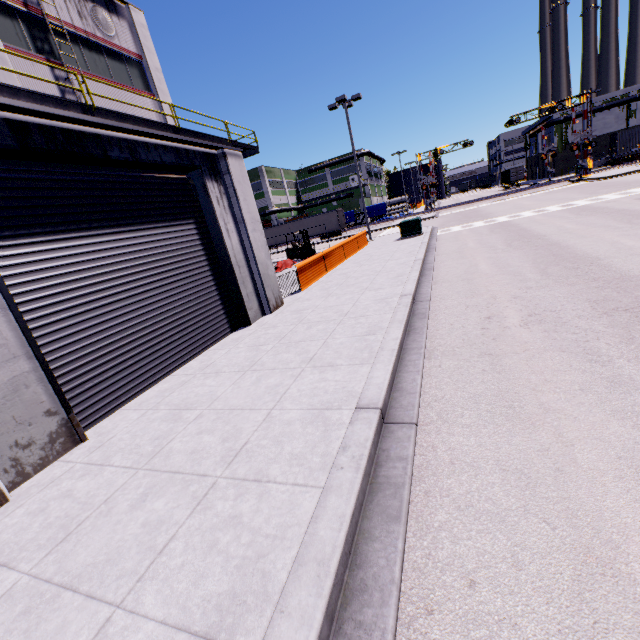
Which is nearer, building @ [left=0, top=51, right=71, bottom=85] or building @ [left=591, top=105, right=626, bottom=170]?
building @ [left=0, top=51, right=71, bottom=85]

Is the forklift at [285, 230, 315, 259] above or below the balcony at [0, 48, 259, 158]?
below

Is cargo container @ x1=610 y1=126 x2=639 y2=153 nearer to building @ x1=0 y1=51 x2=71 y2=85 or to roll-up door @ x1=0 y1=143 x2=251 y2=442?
building @ x1=0 y1=51 x2=71 y2=85

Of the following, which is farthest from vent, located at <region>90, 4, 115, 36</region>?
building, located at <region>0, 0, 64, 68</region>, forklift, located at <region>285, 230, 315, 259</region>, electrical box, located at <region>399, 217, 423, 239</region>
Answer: electrical box, located at <region>399, 217, 423, 239</region>

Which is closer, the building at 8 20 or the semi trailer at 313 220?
the building at 8 20

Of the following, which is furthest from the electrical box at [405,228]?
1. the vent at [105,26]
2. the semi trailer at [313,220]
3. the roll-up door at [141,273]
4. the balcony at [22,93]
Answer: the vent at [105,26]

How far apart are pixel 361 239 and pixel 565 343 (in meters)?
18.34

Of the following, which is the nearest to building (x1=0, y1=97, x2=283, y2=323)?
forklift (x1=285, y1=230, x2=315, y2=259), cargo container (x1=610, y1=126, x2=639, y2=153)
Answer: cargo container (x1=610, y1=126, x2=639, y2=153)
